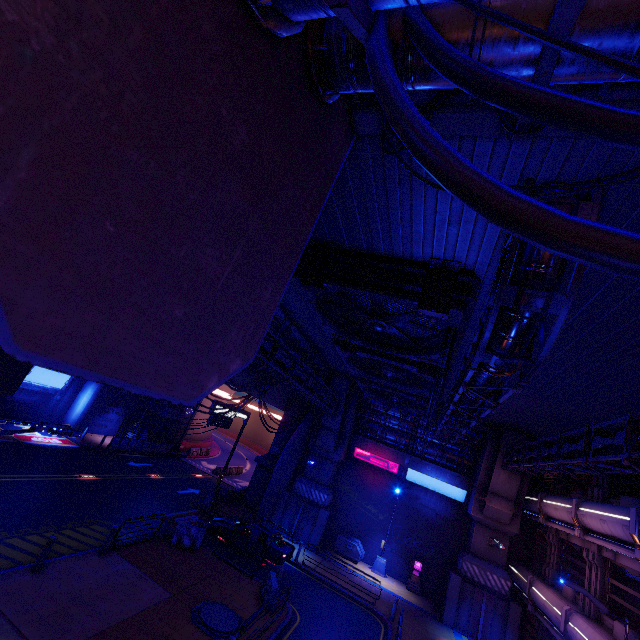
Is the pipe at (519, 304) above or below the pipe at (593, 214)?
below

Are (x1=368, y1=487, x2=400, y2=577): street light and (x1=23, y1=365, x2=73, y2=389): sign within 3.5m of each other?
no

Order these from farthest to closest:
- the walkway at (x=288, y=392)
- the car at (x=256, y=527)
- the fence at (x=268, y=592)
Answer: the walkway at (x=288, y=392) < the car at (x=256, y=527) < the fence at (x=268, y=592)

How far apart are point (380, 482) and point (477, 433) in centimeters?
919cm

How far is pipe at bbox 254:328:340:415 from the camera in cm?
1364

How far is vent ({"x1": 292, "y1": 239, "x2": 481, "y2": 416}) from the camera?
8.31m

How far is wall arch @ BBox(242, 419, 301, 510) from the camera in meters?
28.0 m

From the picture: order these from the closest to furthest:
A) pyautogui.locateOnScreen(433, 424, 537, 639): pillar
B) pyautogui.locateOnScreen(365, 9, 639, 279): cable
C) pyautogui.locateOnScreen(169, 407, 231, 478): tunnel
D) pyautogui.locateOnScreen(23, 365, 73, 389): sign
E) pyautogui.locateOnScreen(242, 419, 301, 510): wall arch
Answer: pyautogui.locateOnScreen(365, 9, 639, 279): cable, pyautogui.locateOnScreen(433, 424, 537, 639): pillar, pyautogui.locateOnScreen(23, 365, 73, 389): sign, pyautogui.locateOnScreen(242, 419, 301, 510): wall arch, pyautogui.locateOnScreen(169, 407, 231, 478): tunnel
